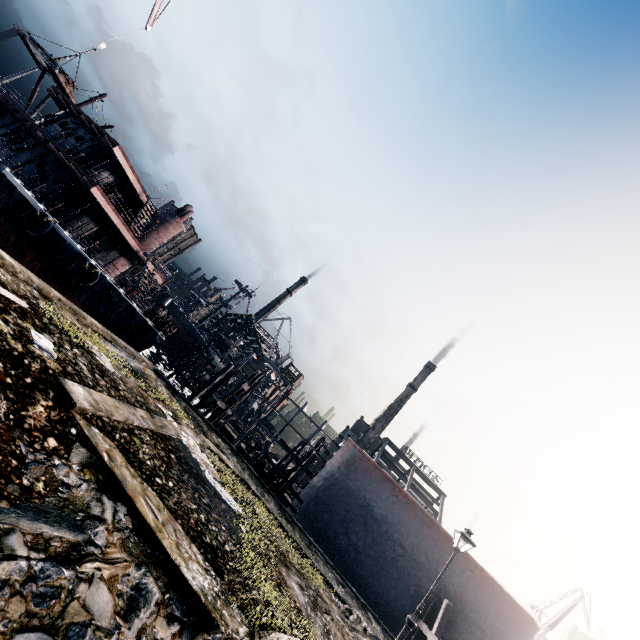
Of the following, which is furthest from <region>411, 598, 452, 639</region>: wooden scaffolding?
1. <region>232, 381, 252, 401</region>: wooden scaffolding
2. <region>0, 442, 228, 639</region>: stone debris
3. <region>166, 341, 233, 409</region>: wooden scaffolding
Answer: <region>232, 381, 252, 401</region>: wooden scaffolding

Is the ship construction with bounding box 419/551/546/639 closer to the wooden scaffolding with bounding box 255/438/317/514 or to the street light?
the wooden scaffolding with bounding box 255/438/317/514

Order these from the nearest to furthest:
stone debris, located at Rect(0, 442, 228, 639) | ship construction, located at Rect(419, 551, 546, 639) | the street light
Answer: stone debris, located at Rect(0, 442, 228, 639) < the street light < ship construction, located at Rect(419, 551, 546, 639)

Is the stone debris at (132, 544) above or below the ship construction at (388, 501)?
below

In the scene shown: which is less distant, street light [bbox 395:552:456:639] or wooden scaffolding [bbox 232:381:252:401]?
street light [bbox 395:552:456:639]

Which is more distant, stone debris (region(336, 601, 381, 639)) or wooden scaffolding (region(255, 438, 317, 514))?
wooden scaffolding (region(255, 438, 317, 514))

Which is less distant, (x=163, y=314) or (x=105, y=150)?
(x=163, y=314)

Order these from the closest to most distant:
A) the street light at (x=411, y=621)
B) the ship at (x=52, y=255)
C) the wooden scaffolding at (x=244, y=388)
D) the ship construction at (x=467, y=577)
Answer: the street light at (x=411, y=621) → the ship construction at (x=467, y=577) → the ship at (x=52, y=255) → the wooden scaffolding at (x=244, y=388)
